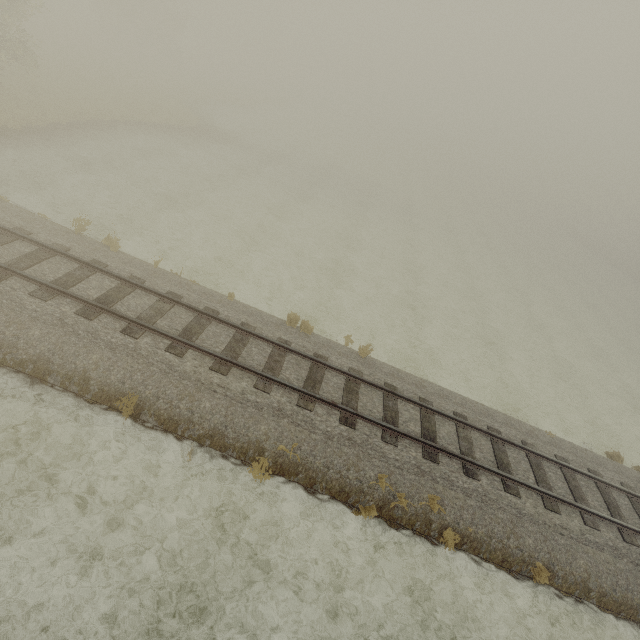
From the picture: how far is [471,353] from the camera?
18.12m
